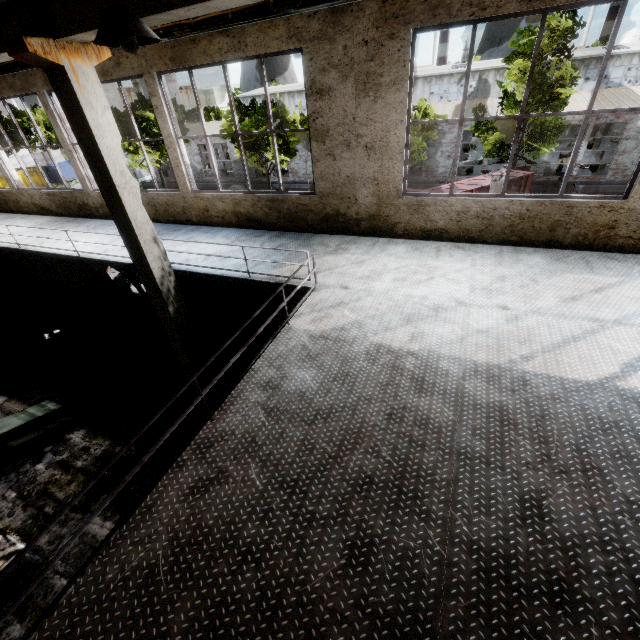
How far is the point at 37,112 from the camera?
49.2 meters

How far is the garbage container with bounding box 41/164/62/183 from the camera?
44.4m

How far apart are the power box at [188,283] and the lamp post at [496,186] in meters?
9.6 m

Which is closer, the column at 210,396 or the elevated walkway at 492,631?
the elevated walkway at 492,631

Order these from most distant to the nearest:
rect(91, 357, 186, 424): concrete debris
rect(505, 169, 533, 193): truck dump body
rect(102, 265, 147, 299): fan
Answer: rect(505, 169, 533, 193): truck dump body < rect(102, 265, 147, 299): fan < rect(91, 357, 186, 424): concrete debris

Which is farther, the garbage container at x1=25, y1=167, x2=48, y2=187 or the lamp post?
the garbage container at x1=25, y1=167, x2=48, y2=187

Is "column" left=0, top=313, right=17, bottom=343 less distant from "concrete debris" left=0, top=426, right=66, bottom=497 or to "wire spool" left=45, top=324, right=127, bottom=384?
"wire spool" left=45, top=324, right=127, bottom=384

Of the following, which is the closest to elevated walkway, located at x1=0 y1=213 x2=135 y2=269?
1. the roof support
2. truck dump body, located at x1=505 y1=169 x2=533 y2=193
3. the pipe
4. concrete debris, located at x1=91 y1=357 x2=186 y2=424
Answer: the roof support
